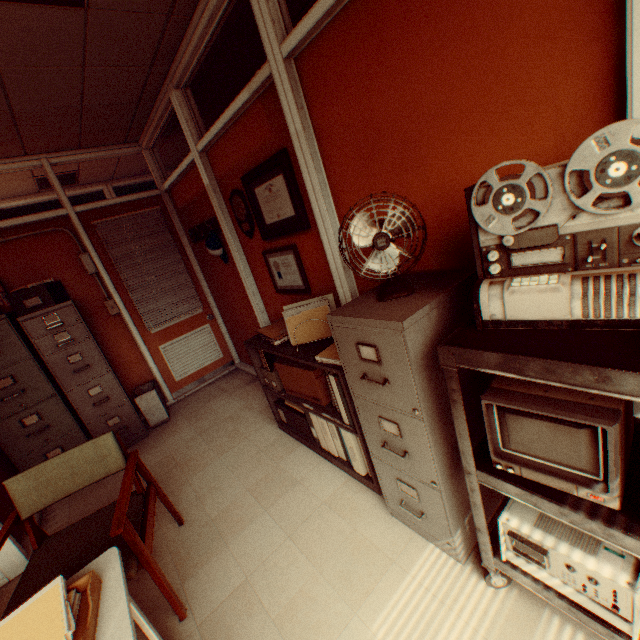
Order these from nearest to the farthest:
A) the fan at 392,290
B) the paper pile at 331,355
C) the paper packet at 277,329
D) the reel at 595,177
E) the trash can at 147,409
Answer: the reel at 595,177, the fan at 392,290, the paper pile at 331,355, the paper packet at 277,329, the trash can at 147,409

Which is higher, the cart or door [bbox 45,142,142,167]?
door [bbox 45,142,142,167]

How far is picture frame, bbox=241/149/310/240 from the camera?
2.41m

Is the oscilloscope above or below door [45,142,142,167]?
below

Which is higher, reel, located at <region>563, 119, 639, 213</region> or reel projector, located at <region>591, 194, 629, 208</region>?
reel, located at <region>563, 119, 639, 213</region>

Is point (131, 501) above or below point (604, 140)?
below

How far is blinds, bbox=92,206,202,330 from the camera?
4.3m

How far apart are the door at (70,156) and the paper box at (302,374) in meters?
2.5 m
